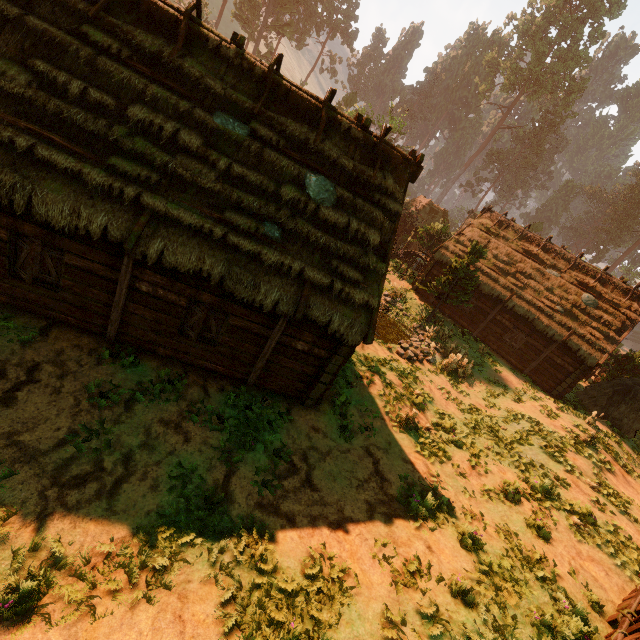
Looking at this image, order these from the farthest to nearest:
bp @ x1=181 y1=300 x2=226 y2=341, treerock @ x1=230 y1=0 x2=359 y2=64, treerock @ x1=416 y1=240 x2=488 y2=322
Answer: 1. treerock @ x1=230 y1=0 x2=359 y2=64
2. treerock @ x1=416 y1=240 x2=488 y2=322
3. bp @ x1=181 y1=300 x2=226 y2=341

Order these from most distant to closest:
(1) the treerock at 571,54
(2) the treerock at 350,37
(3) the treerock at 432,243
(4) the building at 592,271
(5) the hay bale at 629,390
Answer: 1. (2) the treerock at 350,37
2. (1) the treerock at 571,54
3. (3) the treerock at 432,243
4. (4) the building at 592,271
5. (5) the hay bale at 629,390

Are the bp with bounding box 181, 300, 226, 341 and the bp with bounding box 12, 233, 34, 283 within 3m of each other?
no

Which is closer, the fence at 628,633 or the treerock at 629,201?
the fence at 628,633

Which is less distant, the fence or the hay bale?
the fence

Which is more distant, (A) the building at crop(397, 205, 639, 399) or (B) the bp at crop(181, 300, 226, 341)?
(A) the building at crop(397, 205, 639, 399)

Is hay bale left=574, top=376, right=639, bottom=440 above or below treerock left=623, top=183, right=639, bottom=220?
below

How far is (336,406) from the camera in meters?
10.9 m
